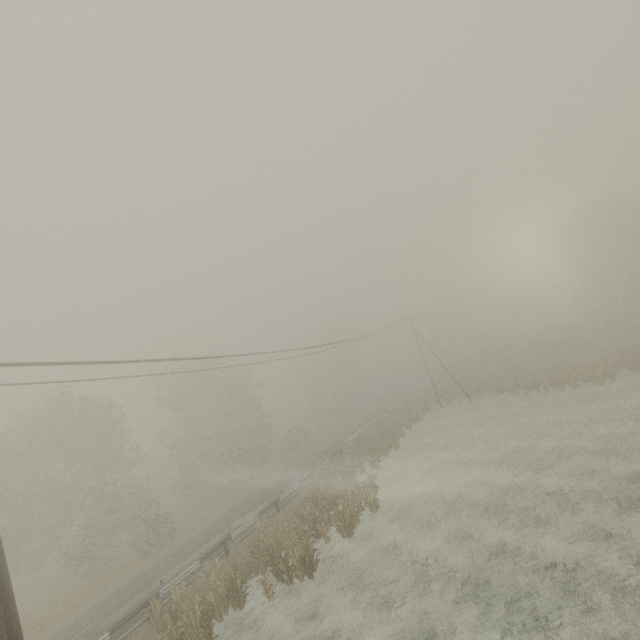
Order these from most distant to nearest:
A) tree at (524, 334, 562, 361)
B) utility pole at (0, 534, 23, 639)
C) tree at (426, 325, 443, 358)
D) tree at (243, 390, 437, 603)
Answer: tree at (426, 325, 443, 358)
tree at (524, 334, 562, 361)
tree at (243, 390, 437, 603)
utility pole at (0, 534, 23, 639)

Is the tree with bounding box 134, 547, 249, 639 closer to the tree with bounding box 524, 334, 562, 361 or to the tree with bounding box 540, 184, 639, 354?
the tree with bounding box 524, 334, 562, 361

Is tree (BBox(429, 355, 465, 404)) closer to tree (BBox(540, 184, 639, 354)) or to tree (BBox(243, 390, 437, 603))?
tree (BBox(243, 390, 437, 603))

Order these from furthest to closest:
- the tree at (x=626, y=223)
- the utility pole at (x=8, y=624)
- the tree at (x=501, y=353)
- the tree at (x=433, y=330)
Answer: the tree at (x=433, y=330) → the tree at (x=626, y=223) → the tree at (x=501, y=353) → the utility pole at (x=8, y=624)

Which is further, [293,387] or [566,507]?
[293,387]

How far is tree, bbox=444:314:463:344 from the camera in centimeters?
4506cm

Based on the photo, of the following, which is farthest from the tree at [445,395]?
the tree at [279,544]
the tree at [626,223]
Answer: the tree at [626,223]
